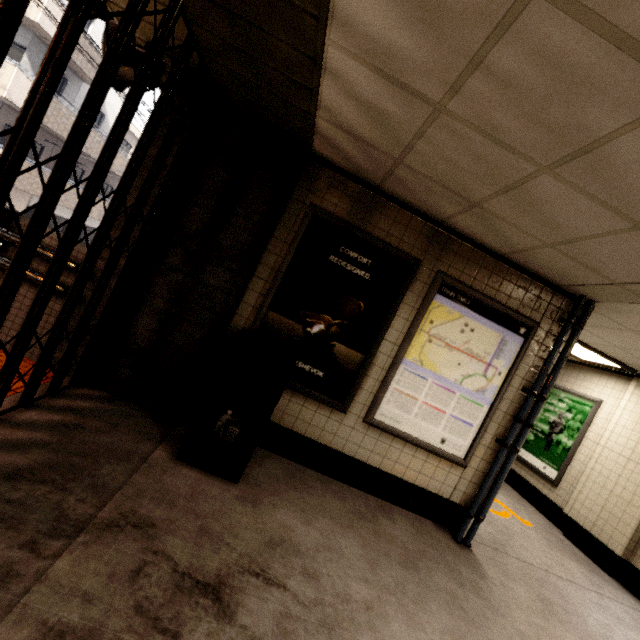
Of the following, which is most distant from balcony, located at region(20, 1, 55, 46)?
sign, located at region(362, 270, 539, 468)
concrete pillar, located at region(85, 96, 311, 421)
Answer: sign, located at region(362, 270, 539, 468)

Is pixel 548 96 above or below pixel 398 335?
above

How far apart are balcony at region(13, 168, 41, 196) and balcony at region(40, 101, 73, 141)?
1.6 meters

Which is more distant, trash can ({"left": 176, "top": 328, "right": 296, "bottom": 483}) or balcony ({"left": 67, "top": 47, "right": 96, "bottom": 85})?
balcony ({"left": 67, "top": 47, "right": 96, "bottom": 85})

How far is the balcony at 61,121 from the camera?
13.8m

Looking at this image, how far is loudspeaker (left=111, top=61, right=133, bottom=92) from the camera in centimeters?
253cm

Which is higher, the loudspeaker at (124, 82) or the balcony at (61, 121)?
the balcony at (61, 121)

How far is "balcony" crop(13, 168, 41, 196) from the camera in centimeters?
1394cm
